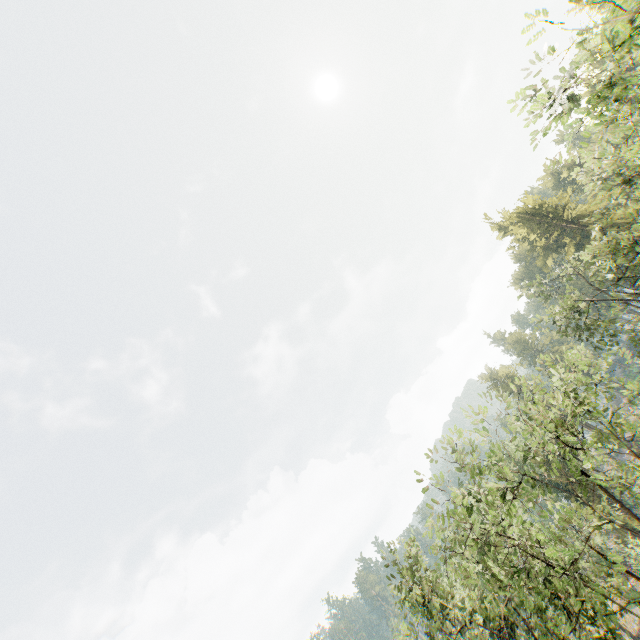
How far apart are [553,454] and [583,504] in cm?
3765

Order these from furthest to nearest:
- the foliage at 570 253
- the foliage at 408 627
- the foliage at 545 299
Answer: the foliage at 545 299 → the foliage at 408 627 → the foliage at 570 253

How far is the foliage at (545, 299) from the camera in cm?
2956

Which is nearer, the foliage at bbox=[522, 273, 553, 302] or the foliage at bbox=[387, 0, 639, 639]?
the foliage at bbox=[387, 0, 639, 639]

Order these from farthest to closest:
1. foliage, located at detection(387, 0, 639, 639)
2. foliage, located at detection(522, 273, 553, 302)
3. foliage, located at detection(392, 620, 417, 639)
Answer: foliage, located at detection(522, 273, 553, 302), foliage, located at detection(392, 620, 417, 639), foliage, located at detection(387, 0, 639, 639)

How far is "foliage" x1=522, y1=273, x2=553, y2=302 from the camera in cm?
2956
